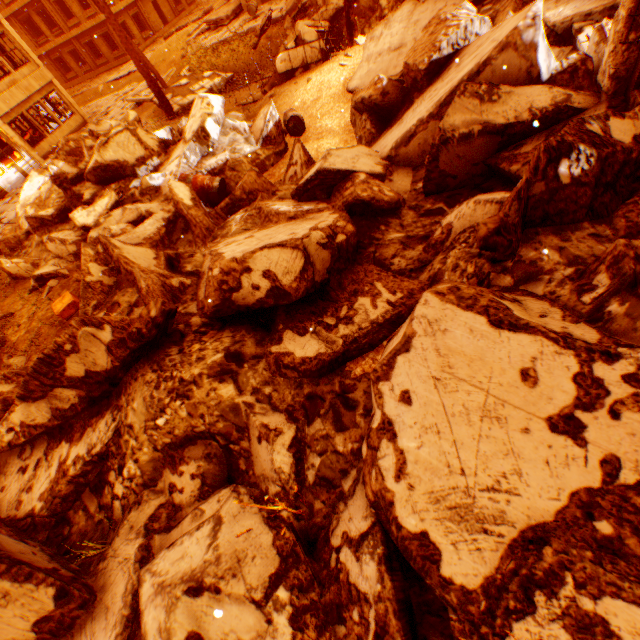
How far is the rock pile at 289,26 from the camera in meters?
15.7 m

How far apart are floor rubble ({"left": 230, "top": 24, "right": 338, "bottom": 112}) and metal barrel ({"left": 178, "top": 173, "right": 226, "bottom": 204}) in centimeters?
641cm

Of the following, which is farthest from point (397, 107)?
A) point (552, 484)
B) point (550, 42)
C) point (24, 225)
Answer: point (24, 225)

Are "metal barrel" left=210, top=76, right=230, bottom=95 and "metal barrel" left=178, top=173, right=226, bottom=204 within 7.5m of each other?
no

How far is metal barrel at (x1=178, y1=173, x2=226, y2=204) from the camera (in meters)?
6.70

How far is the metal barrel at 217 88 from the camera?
15.12m

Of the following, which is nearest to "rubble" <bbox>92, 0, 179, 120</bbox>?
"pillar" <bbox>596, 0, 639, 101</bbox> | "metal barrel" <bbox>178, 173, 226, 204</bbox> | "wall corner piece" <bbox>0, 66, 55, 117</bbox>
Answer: "metal barrel" <bbox>178, 173, 226, 204</bbox>

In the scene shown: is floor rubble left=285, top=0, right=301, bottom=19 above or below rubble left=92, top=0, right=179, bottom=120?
below
